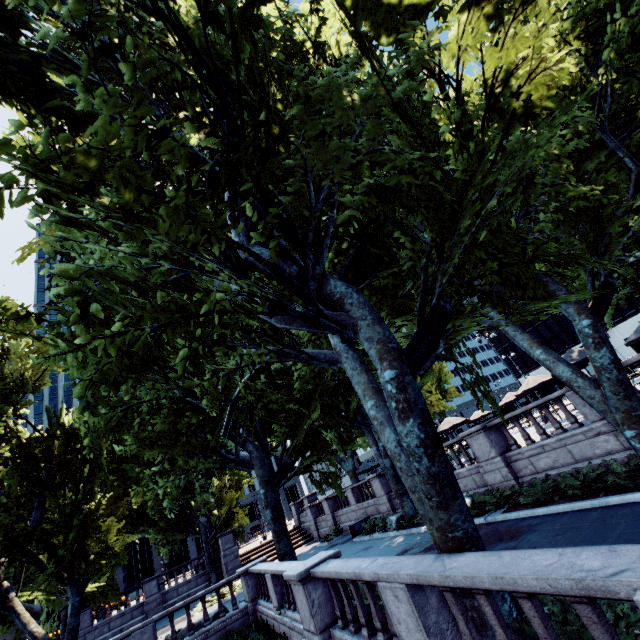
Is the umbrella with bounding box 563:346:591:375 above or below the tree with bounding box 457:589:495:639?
above

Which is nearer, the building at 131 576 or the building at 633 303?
the building at 633 303

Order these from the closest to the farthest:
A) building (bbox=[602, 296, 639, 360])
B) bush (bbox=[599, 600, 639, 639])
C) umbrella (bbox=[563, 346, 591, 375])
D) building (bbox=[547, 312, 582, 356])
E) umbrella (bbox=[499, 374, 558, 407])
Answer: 1. bush (bbox=[599, 600, 639, 639])
2. umbrella (bbox=[563, 346, 591, 375])
3. umbrella (bbox=[499, 374, 558, 407])
4. building (bbox=[602, 296, 639, 360])
5. building (bbox=[547, 312, 582, 356])

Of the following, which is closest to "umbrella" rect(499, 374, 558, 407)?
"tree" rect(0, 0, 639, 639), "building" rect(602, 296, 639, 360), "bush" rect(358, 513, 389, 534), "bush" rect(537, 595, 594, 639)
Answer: "tree" rect(0, 0, 639, 639)

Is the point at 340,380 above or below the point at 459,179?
above

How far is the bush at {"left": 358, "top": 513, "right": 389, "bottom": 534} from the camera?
19.7m

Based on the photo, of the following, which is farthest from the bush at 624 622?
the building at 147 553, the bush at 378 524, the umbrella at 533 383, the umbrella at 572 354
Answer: the building at 147 553

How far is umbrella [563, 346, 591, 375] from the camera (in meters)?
14.48
